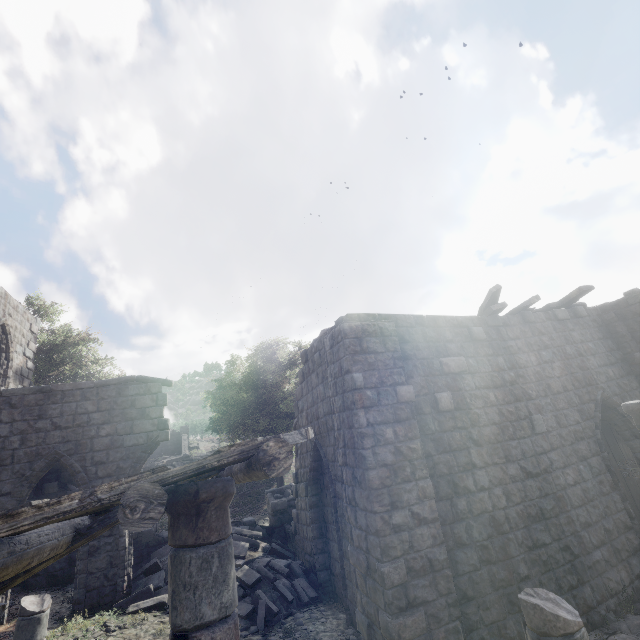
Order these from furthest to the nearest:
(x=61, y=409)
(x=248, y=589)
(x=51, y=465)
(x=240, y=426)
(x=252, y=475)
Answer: (x=240, y=426) → (x=61, y=409) → (x=51, y=465) → (x=248, y=589) → (x=252, y=475)

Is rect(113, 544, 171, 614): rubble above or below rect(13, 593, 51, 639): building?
below

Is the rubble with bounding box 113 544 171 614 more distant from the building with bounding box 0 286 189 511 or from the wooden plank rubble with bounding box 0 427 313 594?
the wooden plank rubble with bounding box 0 427 313 594

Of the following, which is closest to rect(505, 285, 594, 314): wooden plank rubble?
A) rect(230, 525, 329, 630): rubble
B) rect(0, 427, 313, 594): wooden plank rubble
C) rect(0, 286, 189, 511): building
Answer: rect(0, 286, 189, 511): building

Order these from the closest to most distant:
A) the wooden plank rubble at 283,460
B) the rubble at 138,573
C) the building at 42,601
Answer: the wooden plank rubble at 283,460
the building at 42,601
the rubble at 138,573

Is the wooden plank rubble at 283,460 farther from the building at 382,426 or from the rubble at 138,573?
the rubble at 138,573

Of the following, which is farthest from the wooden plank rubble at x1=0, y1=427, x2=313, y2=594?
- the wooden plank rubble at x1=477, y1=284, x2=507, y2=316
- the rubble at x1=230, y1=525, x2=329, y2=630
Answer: the wooden plank rubble at x1=477, y1=284, x2=507, y2=316

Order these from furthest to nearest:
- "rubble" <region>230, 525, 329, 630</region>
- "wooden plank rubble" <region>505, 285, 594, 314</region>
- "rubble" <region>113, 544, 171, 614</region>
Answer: "wooden plank rubble" <region>505, 285, 594, 314</region> < "rubble" <region>113, 544, 171, 614</region> < "rubble" <region>230, 525, 329, 630</region>
